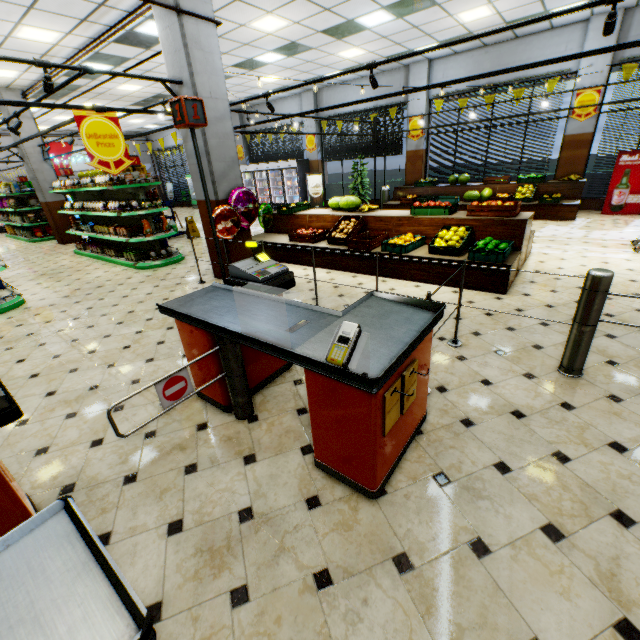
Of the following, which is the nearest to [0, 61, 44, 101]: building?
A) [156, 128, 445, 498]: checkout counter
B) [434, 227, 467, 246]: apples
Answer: [156, 128, 445, 498]: checkout counter

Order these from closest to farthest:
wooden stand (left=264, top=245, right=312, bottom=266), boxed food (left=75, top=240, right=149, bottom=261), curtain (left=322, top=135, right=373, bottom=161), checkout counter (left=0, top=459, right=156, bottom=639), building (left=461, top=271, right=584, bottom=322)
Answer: checkout counter (left=0, top=459, right=156, bottom=639), building (left=461, top=271, right=584, bottom=322), wooden stand (left=264, top=245, right=312, bottom=266), boxed food (left=75, top=240, right=149, bottom=261), curtain (left=322, top=135, right=373, bottom=161)

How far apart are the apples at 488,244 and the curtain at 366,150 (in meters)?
9.31

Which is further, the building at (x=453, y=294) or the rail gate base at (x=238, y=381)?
the building at (x=453, y=294)

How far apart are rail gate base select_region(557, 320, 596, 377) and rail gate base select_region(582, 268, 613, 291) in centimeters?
32cm

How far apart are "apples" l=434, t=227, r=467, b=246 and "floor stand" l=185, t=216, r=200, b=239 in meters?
8.6 m

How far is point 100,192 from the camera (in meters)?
8.83
